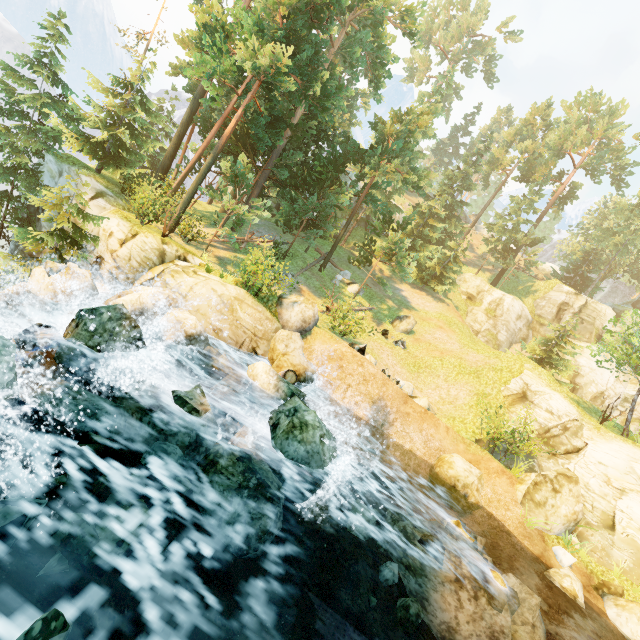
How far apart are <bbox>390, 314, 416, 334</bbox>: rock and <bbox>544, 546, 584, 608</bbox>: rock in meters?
15.5 m

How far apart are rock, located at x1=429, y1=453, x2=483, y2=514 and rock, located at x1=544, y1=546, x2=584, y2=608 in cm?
243

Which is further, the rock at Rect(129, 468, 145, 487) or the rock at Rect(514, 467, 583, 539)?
the rock at Rect(514, 467, 583, 539)

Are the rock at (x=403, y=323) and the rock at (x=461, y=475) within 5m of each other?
no

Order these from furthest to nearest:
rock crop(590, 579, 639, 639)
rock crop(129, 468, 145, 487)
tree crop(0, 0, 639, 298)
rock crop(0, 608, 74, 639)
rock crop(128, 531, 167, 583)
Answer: tree crop(0, 0, 639, 298) < rock crop(590, 579, 639, 639) < rock crop(129, 468, 145, 487) < rock crop(128, 531, 167, 583) < rock crop(0, 608, 74, 639)

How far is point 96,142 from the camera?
19.94m

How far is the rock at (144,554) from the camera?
5.1 meters

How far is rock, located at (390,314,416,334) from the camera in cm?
2461
